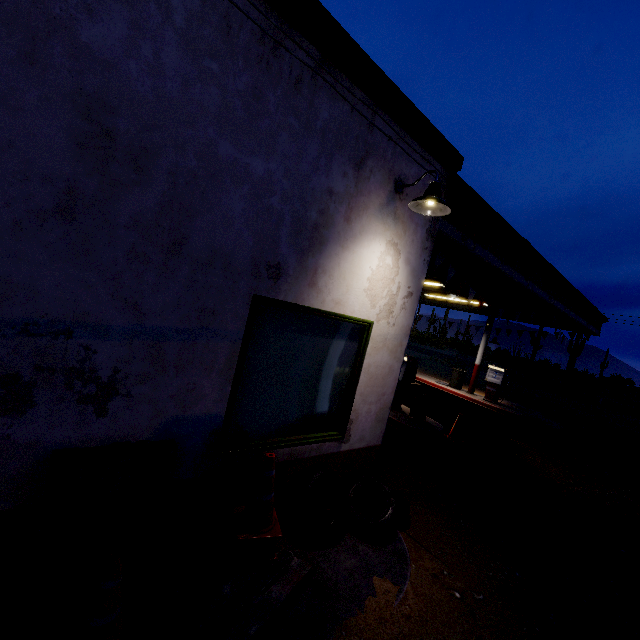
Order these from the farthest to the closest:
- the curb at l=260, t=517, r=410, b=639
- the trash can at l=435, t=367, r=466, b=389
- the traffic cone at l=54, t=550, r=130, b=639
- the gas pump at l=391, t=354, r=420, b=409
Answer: the trash can at l=435, t=367, r=466, b=389 → the gas pump at l=391, t=354, r=420, b=409 → the curb at l=260, t=517, r=410, b=639 → the traffic cone at l=54, t=550, r=130, b=639

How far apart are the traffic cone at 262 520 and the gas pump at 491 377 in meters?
12.8

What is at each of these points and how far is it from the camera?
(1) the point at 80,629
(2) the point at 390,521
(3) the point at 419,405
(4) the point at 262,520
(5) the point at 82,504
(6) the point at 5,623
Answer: (1) traffic cone, 2.01m
(2) tire, 3.82m
(3) tire, 8.16m
(4) traffic cone, 2.95m
(5) pallet, 2.32m
(6) curb, 2.16m

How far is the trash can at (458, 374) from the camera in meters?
14.7

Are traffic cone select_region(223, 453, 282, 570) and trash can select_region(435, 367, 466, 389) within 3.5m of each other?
no

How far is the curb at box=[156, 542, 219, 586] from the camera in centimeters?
276cm

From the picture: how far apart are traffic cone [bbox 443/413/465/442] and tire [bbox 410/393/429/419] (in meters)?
0.67

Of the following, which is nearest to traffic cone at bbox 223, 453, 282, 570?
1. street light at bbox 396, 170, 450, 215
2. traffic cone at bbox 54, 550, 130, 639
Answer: traffic cone at bbox 54, 550, 130, 639
